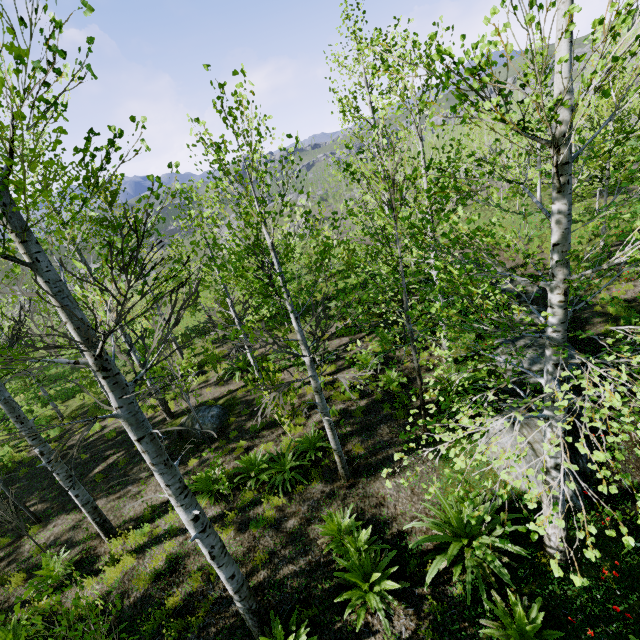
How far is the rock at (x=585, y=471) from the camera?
6.36m

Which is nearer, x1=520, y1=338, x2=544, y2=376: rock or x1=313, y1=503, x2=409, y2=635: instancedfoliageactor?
x1=313, y1=503, x2=409, y2=635: instancedfoliageactor

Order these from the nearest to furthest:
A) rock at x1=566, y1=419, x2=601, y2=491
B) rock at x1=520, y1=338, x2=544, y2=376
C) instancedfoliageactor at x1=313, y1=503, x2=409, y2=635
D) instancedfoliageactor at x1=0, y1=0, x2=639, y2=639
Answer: instancedfoliageactor at x1=0, y1=0, x2=639, y2=639 < instancedfoliageactor at x1=313, y1=503, x2=409, y2=635 < rock at x1=566, y1=419, x2=601, y2=491 < rock at x1=520, y1=338, x2=544, y2=376

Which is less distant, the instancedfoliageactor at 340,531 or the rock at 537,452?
the instancedfoliageactor at 340,531

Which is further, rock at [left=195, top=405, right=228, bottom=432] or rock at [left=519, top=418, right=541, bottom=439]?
rock at [left=195, top=405, right=228, bottom=432]

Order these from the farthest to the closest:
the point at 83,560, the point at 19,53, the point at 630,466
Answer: the point at 83,560
the point at 630,466
the point at 19,53

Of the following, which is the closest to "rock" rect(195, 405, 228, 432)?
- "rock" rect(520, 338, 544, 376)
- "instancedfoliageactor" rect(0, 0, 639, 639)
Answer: "instancedfoliageactor" rect(0, 0, 639, 639)
